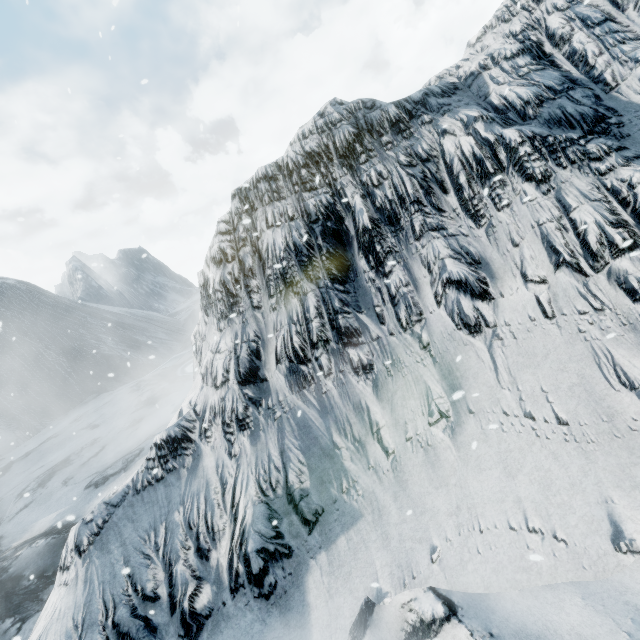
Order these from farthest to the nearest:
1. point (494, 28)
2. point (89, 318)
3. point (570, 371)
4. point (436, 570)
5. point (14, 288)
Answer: point (89, 318) < point (14, 288) < point (494, 28) < point (570, 371) < point (436, 570)
